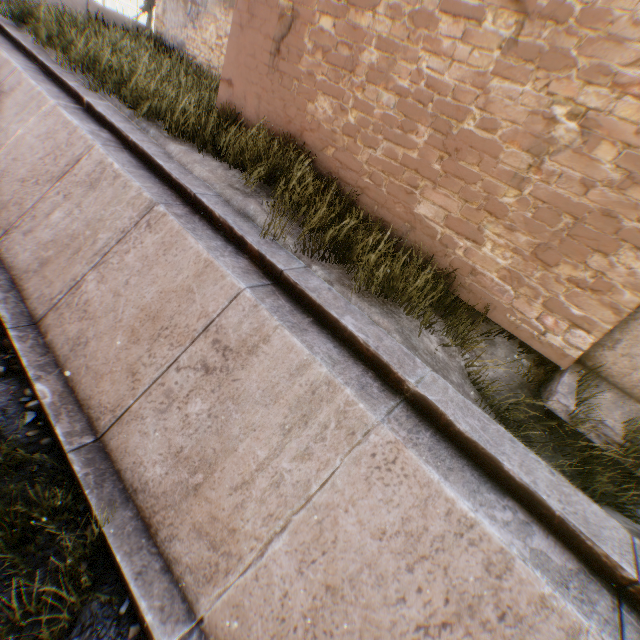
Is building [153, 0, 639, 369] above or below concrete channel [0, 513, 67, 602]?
above

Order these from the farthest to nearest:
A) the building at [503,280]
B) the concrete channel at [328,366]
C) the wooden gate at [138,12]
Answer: the wooden gate at [138,12] → the building at [503,280] → the concrete channel at [328,366]

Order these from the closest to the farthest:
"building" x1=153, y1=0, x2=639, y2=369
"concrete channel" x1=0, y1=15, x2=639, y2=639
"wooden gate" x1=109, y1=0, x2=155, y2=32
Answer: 1. "concrete channel" x1=0, y1=15, x2=639, y2=639
2. "building" x1=153, y1=0, x2=639, y2=369
3. "wooden gate" x1=109, y1=0, x2=155, y2=32

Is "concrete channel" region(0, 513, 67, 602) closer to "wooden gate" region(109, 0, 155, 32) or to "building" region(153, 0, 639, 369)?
"building" region(153, 0, 639, 369)

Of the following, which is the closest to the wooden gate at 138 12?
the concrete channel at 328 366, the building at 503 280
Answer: the building at 503 280

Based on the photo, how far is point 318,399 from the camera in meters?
3.2

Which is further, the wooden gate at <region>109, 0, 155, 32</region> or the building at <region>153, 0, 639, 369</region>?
the wooden gate at <region>109, 0, 155, 32</region>
